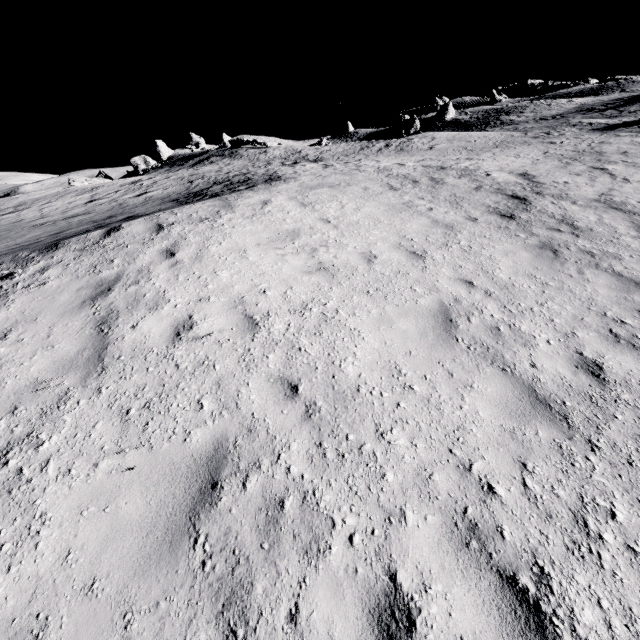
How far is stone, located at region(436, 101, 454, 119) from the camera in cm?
5822

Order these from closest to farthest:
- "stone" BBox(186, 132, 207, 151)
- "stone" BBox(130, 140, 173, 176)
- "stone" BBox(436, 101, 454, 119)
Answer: "stone" BBox(130, 140, 173, 176) → "stone" BBox(186, 132, 207, 151) → "stone" BBox(436, 101, 454, 119)

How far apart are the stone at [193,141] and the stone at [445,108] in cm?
4235

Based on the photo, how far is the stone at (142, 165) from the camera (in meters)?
41.78

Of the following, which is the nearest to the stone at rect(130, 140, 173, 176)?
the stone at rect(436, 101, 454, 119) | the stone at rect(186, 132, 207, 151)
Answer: the stone at rect(186, 132, 207, 151)

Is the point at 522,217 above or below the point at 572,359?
above

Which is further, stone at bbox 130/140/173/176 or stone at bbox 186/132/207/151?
stone at bbox 186/132/207/151

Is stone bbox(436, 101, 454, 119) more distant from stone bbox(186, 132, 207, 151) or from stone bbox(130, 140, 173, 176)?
stone bbox(130, 140, 173, 176)
